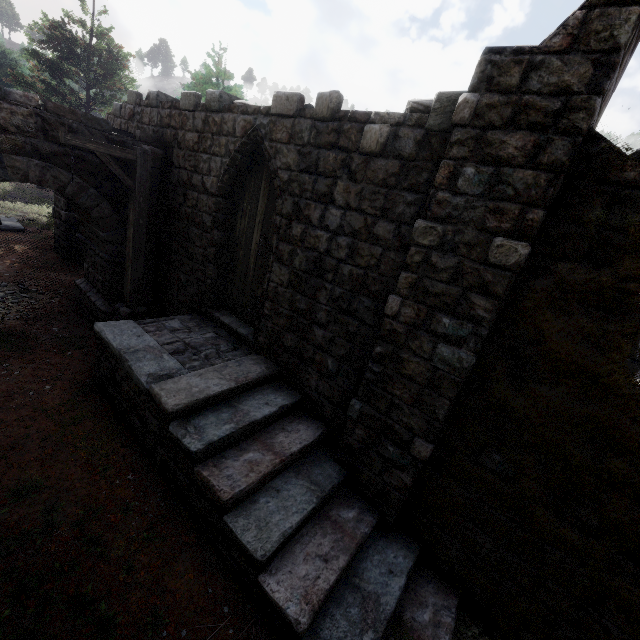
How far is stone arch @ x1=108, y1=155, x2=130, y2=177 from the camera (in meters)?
7.26

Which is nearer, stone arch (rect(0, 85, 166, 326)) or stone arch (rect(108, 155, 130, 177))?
stone arch (rect(0, 85, 166, 326))

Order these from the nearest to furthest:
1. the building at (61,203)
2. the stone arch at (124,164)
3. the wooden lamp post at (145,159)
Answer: the wooden lamp post at (145,159) → the stone arch at (124,164) → the building at (61,203)

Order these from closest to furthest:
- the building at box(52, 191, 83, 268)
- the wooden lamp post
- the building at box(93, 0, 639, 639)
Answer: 1. the building at box(93, 0, 639, 639)
2. the wooden lamp post
3. the building at box(52, 191, 83, 268)

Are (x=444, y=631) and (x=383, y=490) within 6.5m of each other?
yes

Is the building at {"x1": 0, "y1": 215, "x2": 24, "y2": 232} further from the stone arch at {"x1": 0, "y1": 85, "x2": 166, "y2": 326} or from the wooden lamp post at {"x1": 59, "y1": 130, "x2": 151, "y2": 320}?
the wooden lamp post at {"x1": 59, "y1": 130, "x2": 151, "y2": 320}

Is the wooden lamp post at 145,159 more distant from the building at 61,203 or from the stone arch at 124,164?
the building at 61,203
